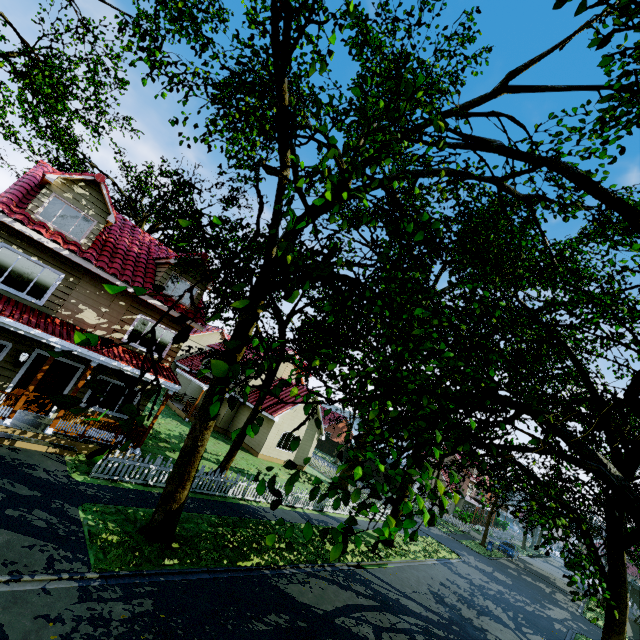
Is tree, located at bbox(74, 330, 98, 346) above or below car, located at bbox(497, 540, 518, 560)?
above

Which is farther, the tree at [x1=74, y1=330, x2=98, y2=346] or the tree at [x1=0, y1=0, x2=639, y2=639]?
the tree at [x1=0, y1=0, x2=639, y2=639]

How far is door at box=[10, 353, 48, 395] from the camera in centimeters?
1183cm

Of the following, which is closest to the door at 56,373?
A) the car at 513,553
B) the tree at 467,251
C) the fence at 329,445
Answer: the fence at 329,445

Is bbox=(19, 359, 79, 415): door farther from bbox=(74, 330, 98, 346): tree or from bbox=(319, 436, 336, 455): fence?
bbox=(74, 330, 98, 346): tree

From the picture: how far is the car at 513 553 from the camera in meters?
36.4 m

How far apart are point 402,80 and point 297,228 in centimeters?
319cm
